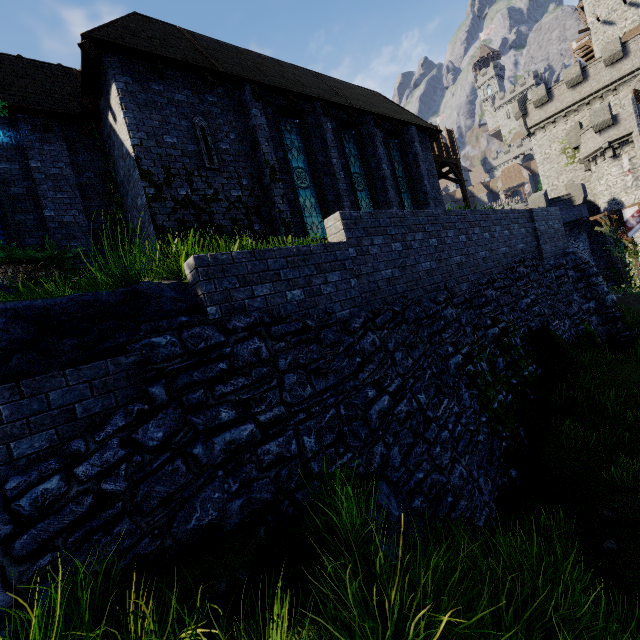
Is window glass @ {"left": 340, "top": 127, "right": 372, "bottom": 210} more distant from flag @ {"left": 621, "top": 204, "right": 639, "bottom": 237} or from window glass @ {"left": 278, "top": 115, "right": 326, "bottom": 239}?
flag @ {"left": 621, "top": 204, "right": 639, "bottom": 237}

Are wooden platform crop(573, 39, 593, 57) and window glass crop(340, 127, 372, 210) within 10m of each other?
no

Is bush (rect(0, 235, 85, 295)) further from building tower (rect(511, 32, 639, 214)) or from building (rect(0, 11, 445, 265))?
building tower (rect(511, 32, 639, 214))

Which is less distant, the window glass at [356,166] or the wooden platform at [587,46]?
the window glass at [356,166]

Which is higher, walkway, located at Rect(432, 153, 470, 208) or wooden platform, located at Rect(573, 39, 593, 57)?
wooden platform, located at Rect(573, 39, 593, 57)

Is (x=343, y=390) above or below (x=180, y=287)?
below

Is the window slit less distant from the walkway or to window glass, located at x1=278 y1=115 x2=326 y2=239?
window glass, located at x1=278 y1=115 x2=326 y2=239

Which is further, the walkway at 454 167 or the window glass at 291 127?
the walkway at 454 167
